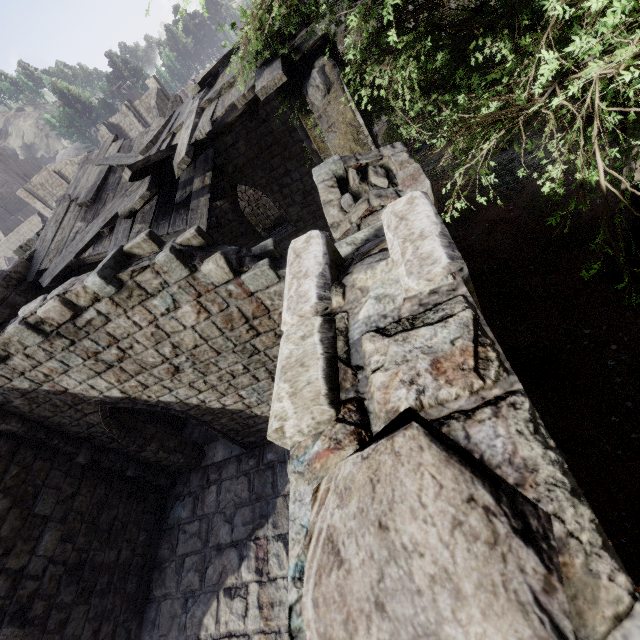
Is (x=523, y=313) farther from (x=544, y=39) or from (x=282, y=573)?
(x=282, y=573)

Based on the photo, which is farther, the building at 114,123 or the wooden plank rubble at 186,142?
the building at 114,123

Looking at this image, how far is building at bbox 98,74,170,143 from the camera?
40.12m

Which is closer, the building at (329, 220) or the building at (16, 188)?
the building at (329, 220)

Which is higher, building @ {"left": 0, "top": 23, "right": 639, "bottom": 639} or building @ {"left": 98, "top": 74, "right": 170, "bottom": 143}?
building @ {"left": 98, "top": 74, "right": 170, "bottom": 143}

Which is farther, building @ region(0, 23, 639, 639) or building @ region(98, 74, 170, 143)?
building @ region(98, 74, 170, 143)

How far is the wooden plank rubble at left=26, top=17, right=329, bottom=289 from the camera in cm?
622

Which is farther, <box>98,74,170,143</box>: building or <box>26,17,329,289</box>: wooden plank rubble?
<box>98,74,170,143</box>: building
